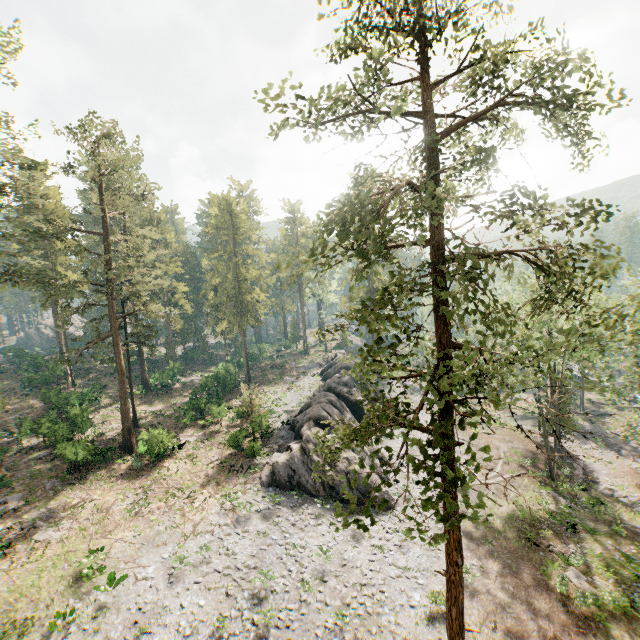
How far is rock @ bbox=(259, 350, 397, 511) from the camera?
25.2 meters

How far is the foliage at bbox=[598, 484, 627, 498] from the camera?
29.6 meters

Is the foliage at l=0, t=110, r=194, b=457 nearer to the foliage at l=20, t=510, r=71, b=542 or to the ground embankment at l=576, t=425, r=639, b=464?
the ground embankment at l=576, t=425, r=639, b=464

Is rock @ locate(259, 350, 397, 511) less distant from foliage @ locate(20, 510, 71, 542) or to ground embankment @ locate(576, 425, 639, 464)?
foliage @ locate(20, 510, 71, 542)

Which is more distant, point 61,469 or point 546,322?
point 61,469

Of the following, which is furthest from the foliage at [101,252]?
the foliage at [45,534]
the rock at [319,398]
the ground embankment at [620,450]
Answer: the foliage at [45,534]
